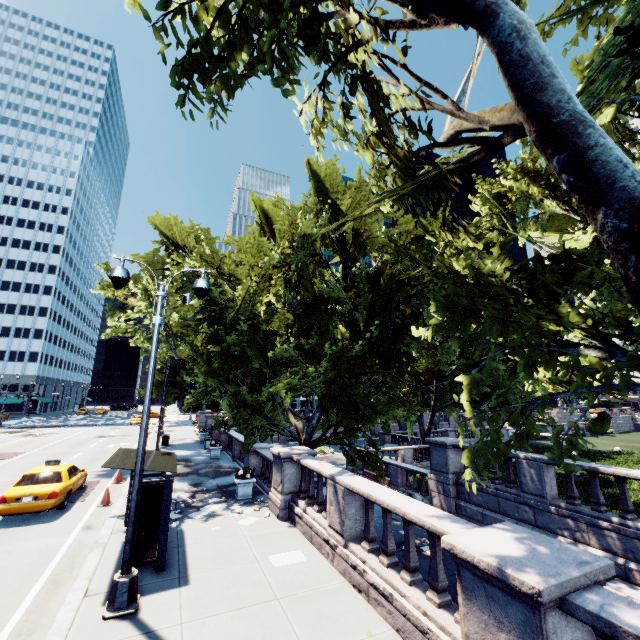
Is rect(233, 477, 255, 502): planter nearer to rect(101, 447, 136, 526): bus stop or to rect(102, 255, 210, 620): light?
rect(101, 447, 136, 526): bus stop

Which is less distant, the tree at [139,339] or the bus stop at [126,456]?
the bus stop at [126,456]

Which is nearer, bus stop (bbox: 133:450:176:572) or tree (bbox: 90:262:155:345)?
bus stop (bbox: 133:450:176:572)

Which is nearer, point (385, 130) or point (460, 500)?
point (385, 130)

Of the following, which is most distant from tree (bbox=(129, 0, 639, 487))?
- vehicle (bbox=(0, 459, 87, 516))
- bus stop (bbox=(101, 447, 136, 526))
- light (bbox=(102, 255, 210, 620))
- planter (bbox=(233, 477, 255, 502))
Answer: vehicle (bbox=(0, 459, 87, 516))

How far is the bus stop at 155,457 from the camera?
7.8 meters

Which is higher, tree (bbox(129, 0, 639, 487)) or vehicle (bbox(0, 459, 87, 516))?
tree (bbox(129, 0, 639, 487))

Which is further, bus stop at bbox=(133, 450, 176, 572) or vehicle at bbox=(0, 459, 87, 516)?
vehicle at bbox=(0, 459, 87, 516)
